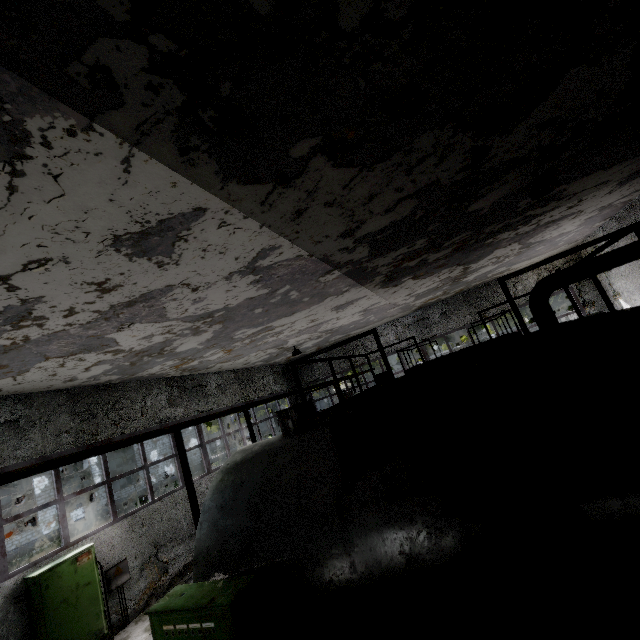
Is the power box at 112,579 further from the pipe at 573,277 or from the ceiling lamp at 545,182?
the ceiling lamp at 545,182

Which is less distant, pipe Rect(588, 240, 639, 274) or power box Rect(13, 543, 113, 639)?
power box Rect(13, 543, 113, 639)

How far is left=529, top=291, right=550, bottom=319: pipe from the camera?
10.8m

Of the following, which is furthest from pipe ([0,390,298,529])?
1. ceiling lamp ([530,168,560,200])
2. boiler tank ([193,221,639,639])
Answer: ceiling lamp ([530,168,560,200])

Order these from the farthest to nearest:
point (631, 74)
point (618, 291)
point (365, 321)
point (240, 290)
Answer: point (365, 321)
point (618, 291)
point (240, 290)
point (631, 74)

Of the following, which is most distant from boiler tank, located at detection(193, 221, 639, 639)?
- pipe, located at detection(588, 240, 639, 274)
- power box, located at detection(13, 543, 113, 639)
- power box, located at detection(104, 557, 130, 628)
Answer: pipe, located at detection(588, 240, 639, 274)

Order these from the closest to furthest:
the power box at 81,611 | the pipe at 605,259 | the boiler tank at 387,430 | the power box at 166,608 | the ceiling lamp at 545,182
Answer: the boiler tank at 387,430 < the power box at 166,608 < the ceiling lamp at 545,182 < the power box at 81,611 < the pipe at 605,259

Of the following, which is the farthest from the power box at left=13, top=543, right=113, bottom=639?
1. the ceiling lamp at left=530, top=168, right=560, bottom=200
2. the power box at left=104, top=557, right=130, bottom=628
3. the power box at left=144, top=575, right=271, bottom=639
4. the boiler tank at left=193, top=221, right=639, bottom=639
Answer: the ceiling lamp at left=530, top=168, right=560, bottom=200
